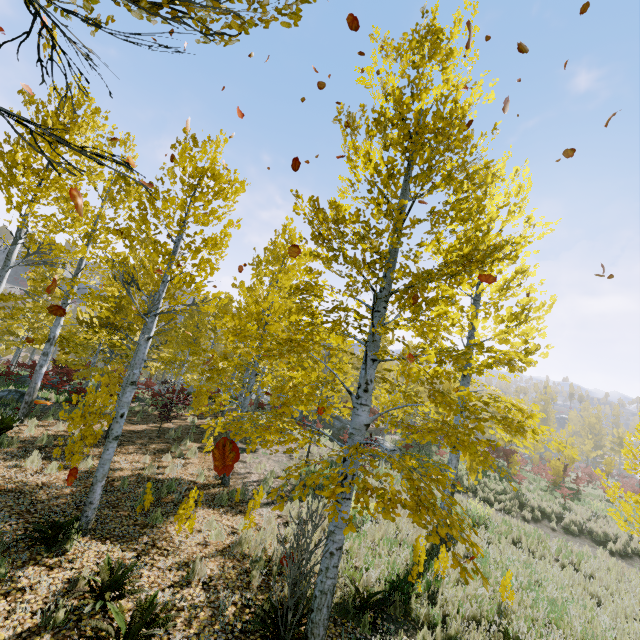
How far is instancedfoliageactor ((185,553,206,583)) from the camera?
5.3m

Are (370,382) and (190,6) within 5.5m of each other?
yes

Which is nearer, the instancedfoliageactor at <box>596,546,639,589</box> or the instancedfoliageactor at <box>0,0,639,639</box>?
the instancedfoliageactor at <box>0,0,639,639</box>

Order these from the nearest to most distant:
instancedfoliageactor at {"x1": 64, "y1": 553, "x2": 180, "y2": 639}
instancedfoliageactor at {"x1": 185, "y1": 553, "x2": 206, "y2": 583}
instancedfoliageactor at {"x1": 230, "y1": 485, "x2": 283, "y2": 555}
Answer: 1. instancedfoliageactor at {"x1": 64, "y1": 553, "x2": 180, "y2": 639}
2. instancedfoliageactor at {"x1": 185, "y1": 553, "x2": 206, "y2": 583}
3. instancedfoliageactor at {"x1": 230, "y1": 485, "x2": 283, "y2": 555}

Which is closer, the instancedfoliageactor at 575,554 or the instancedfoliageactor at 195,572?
the instancedfoliageactor at 195,572

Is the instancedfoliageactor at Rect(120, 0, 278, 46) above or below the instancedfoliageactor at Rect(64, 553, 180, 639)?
above

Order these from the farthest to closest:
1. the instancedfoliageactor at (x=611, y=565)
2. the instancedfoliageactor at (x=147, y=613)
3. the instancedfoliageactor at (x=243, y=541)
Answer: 1. the instancedfoliageactor at (x=611, y=565)
2. the instancedfoliageactor at (x=243, y=541)
3. the instancedfoliageactor at (x=147, y=613)
